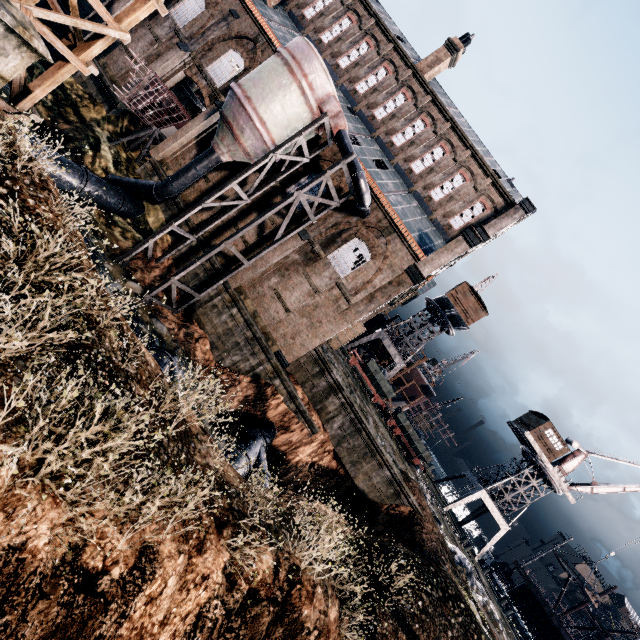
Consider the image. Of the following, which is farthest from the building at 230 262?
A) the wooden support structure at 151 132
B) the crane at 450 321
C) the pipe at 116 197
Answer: the crane at 450 321

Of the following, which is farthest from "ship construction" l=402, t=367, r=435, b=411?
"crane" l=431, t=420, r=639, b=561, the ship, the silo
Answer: the silo

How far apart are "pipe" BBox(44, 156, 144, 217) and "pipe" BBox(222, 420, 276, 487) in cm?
1657

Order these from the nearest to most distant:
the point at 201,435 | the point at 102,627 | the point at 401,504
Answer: the point at 102,627, the point at 201,435, the point at 401,504

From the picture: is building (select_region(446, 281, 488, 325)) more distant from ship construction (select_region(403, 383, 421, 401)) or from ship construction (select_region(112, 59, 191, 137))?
ship construction (select_region(112, 59, 191, 137))

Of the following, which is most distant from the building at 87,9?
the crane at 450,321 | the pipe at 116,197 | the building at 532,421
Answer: the building at 532,421

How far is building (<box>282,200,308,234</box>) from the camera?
23.4m

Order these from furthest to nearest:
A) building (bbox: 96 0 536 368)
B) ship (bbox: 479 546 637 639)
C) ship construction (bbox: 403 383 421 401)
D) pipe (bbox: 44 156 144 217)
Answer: ship construction (bbox: 403 383 421 401) → ship (bbox: 479 546 637 639) → building (bbox: 96 0 536 368) → pipe (bbox: 44 156 144 217)
